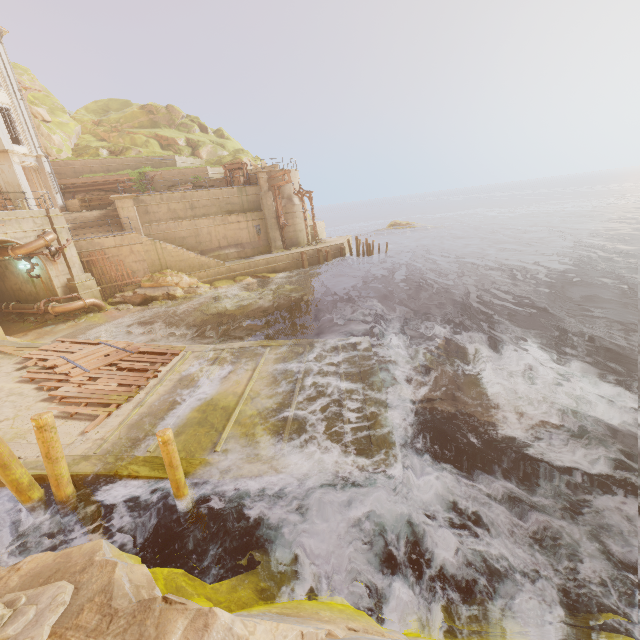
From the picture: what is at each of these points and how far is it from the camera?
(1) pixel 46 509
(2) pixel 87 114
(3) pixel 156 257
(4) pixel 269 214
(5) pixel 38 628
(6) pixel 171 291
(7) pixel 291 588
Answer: (1) beam, 7.0 meters
(2) rock, 39.7 meters
(3) stairs, 22.8 meters
(4) pillar, 28.8 meters
(5) rubble, 3.4 meters
(6) rock, 22.4 meters
(7) rock, 5.0 meters

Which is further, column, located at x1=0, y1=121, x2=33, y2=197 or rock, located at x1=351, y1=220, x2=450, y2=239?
rock, located at x1=351, y1=220, x2=450, y2=239

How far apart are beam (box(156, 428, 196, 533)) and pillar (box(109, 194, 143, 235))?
22.19m

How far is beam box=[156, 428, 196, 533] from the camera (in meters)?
5.90

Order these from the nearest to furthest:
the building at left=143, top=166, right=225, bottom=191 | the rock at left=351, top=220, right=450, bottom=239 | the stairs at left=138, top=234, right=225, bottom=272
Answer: the stairs at left=138, top=234, right=225, bottom=272
the building at left=143, top=166, right=225, bottom=191
the rock at left=351, top=220, right=450, bottom=239

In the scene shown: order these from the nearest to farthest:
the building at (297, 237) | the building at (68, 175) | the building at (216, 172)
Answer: the building at (297, 237) → the building at (68, 175) → the building at (216, 172)

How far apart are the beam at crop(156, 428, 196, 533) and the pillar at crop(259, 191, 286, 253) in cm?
2449

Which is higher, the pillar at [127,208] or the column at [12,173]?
the column at [12,173]
